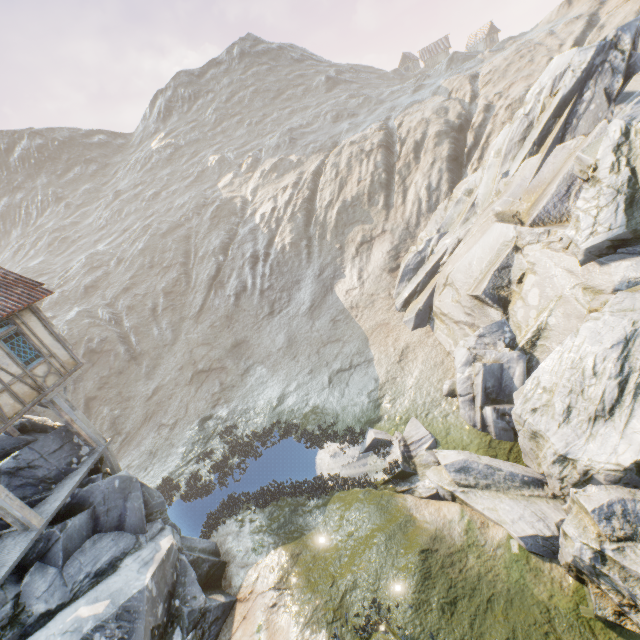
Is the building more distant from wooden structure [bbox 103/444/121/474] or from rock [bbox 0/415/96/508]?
wooden structure [bbox 103/444/121/474]

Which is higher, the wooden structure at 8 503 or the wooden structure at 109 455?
the wooden structure at 8 503

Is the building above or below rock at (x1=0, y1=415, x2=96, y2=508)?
above

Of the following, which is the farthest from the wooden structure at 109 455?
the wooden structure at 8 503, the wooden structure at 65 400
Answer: the wooden structure at 8 503

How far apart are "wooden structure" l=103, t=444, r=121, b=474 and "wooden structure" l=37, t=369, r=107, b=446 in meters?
0.1

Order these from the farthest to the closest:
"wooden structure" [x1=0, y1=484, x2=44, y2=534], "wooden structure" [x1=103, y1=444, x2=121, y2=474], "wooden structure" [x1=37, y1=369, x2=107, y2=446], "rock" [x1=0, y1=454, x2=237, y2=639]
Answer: "wooden structure" [x1=103, y1=444, x2=121, y2=474] < "wooden structure" [x1=37, y1=369, x2=107, y2=446] < "wooden structure" [x1=0, y1=484, x2=44, y2=534] < "rock" [x1=0, y1=454, x2=237, y2=639]

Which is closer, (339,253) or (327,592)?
(327,592)

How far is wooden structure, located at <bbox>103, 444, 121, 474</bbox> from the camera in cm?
1316
